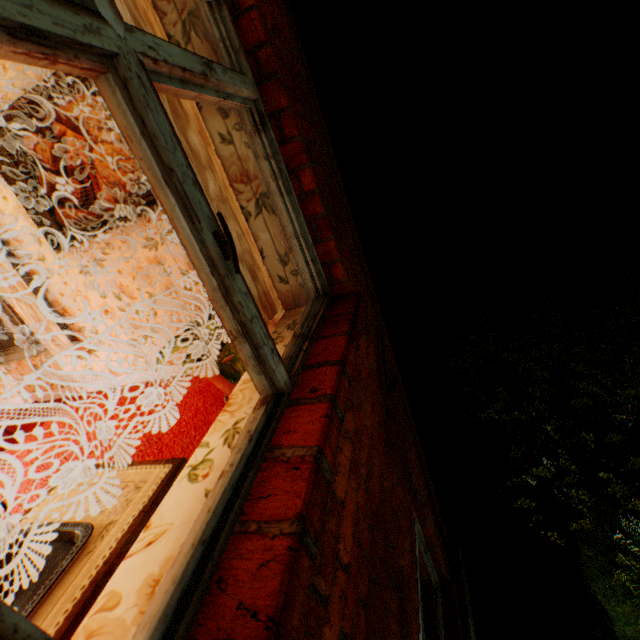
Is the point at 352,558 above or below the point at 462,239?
above

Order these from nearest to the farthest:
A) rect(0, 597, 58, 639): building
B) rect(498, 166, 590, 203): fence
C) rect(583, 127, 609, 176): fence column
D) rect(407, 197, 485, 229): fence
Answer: rect(0, 597, 58, 639): building
rect(583, 127, 609, 176): fence column
rect(498, 166, 590, 203): fence
rect(407, 197, 485, 229): fence

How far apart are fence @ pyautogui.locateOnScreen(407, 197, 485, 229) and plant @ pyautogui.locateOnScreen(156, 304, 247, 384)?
21.5 meters

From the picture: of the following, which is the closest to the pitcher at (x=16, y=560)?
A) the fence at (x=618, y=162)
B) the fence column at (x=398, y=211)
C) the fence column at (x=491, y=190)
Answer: the fence column at (x=398, y=211)

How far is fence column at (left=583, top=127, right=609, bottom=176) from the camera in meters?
17.6

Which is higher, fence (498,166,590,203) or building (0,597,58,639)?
building (0,597,58,639)

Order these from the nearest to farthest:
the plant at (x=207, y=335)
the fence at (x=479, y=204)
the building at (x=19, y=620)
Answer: the building at (x=19, y=620), the plant at (x=207, y=335), the fence at (x=479, y=204)

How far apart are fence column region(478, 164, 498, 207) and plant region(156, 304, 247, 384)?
21.93m
